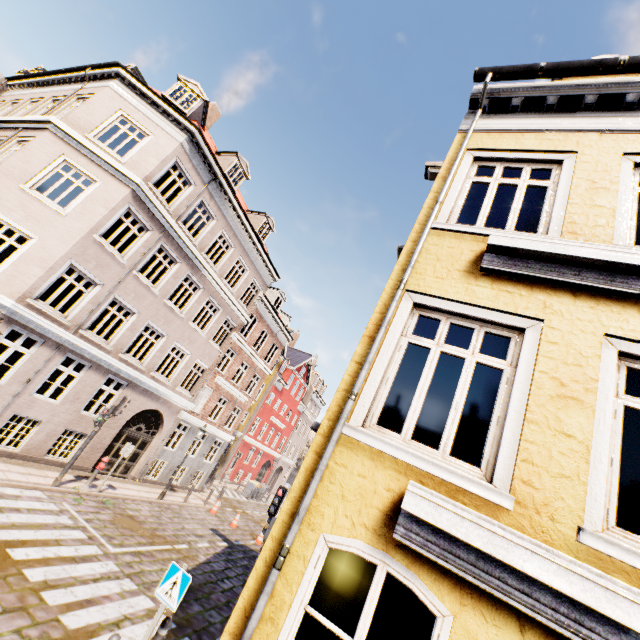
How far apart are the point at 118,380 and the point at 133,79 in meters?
12.5

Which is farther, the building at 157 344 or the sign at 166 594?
the sign at 166 594

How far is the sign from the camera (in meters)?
5.18

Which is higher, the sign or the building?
the building

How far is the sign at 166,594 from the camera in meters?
5.2

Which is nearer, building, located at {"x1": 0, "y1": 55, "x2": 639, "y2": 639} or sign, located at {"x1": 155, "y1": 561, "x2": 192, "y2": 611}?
building, located at {"x1": 0, "y1": 55, "x2": 639, "y2": 639}
